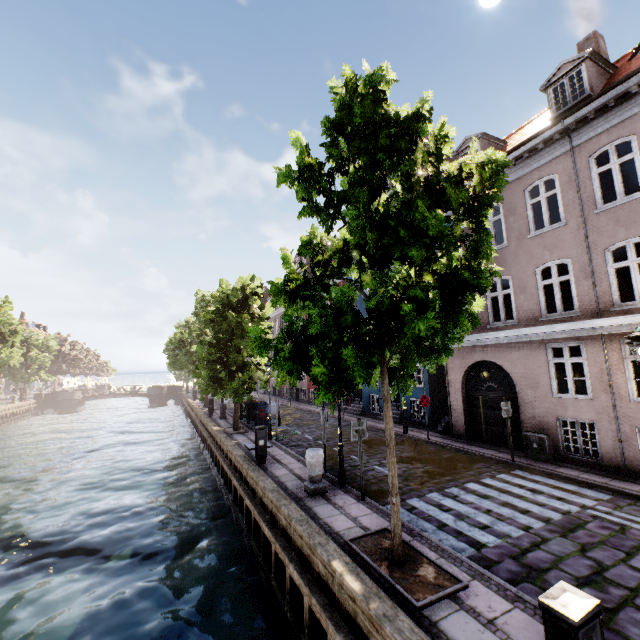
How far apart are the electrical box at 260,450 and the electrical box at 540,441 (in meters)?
9.02

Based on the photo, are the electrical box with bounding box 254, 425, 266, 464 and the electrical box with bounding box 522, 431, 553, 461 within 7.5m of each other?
no

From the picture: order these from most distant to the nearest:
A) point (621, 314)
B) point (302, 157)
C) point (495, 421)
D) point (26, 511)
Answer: point (26, 511)
point (495, 421)
point (621, 314)
point (302, 157)

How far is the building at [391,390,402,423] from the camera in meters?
18.2

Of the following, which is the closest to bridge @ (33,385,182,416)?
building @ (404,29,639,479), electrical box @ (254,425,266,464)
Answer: building @ (404,29,639,479)

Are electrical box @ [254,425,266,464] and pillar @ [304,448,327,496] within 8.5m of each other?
yes

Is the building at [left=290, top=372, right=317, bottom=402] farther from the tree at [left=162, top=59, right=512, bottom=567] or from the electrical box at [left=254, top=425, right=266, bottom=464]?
the electrical box at [left=254, top=425, right=266, bottom=464]

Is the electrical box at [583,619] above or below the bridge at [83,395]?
above
